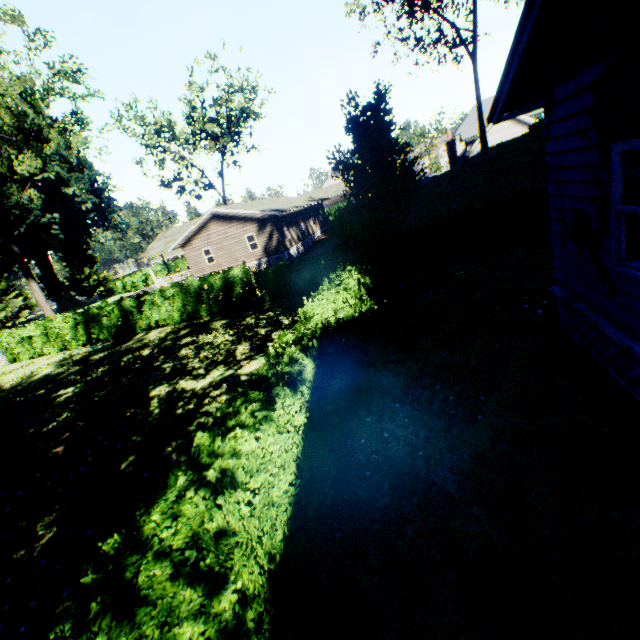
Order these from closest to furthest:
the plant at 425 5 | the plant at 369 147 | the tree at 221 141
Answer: the plant at 369 147
the plant at 425 5
the tree at 221 141

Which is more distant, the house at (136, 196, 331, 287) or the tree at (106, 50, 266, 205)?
the tree at (106, 50, 266, 205)

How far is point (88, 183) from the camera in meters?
57.8

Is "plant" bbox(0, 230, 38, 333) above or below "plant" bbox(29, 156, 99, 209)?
below

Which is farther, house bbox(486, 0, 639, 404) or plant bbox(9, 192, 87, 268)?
plant bbox(9, 192, 87, 268)

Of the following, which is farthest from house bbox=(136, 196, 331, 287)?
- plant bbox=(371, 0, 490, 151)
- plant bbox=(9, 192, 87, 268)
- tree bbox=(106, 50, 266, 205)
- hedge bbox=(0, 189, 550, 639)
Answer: plant bbox=(9, 192, 87, 268)

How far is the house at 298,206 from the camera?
29.30m

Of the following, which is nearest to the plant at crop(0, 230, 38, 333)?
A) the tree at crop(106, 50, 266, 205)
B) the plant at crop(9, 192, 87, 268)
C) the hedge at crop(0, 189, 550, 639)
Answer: the plant at crop(9, 192, 87, 268)
